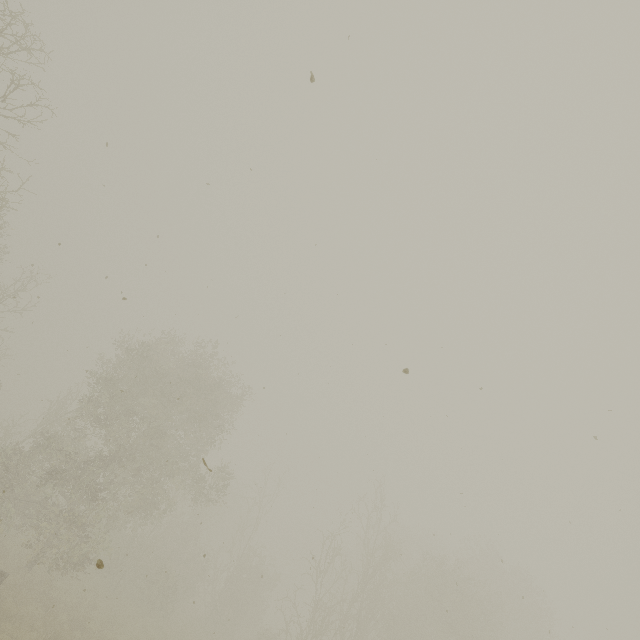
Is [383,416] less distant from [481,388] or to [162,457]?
[481,388]
